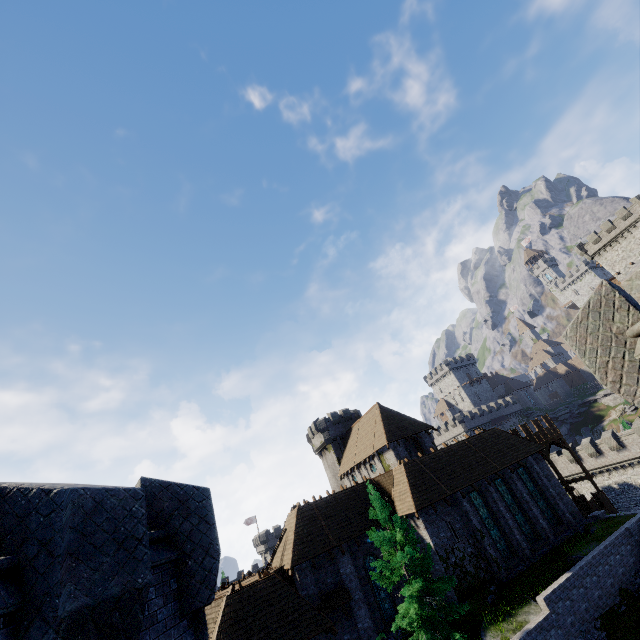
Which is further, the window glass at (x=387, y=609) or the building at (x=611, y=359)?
the window glass at (x=387, y=609)

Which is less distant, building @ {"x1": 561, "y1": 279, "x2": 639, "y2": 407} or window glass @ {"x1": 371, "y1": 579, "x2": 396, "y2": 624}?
building @ {"x1": 561, "y1": 279, "x2": 639, "y2": 407}

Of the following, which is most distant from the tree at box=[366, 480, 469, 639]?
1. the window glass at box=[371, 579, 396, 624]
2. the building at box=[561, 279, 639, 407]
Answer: the building at box=[561, 279, 639, 407]

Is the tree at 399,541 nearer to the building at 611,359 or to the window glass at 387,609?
the window glass at 387,609

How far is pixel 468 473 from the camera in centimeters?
2628cm

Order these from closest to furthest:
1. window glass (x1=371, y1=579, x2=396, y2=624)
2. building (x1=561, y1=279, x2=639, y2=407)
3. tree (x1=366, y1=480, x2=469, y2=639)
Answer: building (x1=561, y1=279, x2=639, y2=407)
tree (x1=366, y1=480, x2=469, y2=639)
window glass (x1=371, y1=579, x2=396, y2=624)

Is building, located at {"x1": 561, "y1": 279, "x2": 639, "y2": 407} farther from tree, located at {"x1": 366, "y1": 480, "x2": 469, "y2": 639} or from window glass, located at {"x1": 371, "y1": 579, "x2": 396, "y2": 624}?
window glass, located at {"x1": 371, "y1": 579, "x2": 396, "y2": 624}
